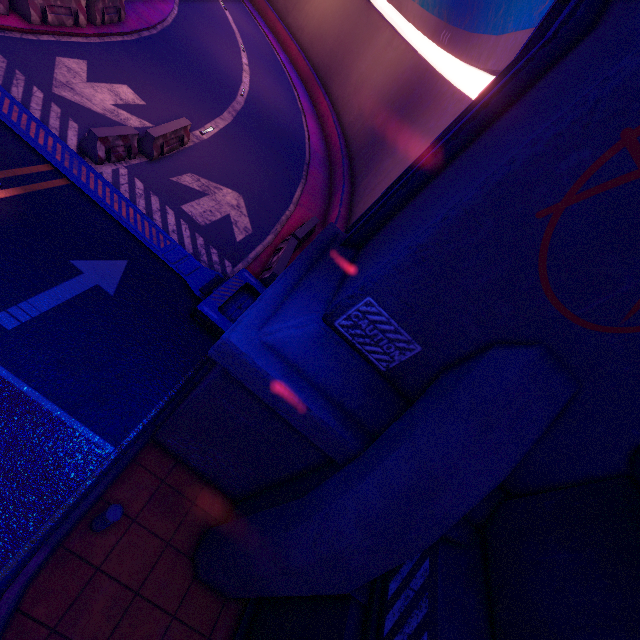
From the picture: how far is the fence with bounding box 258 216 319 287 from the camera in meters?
10.2 m

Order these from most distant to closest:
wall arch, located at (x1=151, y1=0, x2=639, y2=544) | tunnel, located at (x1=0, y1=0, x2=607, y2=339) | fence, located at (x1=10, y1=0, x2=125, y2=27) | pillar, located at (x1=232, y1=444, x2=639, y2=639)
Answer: fence, located at (x1=10, y1=0, x2=125, y2=27), tunnel, located at (x1=0, y1=0, x2=607, y2=339), pillar, located at (x1=232, y1=444, x2=639, y2=639), wall arch, located at (x1=151, y1=0, x2=639, y2=544)

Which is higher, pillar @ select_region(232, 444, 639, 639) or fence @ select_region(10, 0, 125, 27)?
pillar @ select_region(232, 444, 639, 639)

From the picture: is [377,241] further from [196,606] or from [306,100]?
[306,100]

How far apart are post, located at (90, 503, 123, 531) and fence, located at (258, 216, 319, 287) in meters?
7.0 m

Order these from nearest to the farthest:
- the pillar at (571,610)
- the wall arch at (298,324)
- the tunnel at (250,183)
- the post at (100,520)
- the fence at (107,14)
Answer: the wall arch at (298,324)
the pillar at (571,610)
the post at (100,520)
the tunnel at (250,183)
the fence at (107,14)

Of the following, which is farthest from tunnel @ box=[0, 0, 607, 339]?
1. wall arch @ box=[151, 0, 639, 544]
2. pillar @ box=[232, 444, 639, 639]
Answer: pillar @ box=[232, 444, 639, 639]

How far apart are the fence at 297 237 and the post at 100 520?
7.0m
